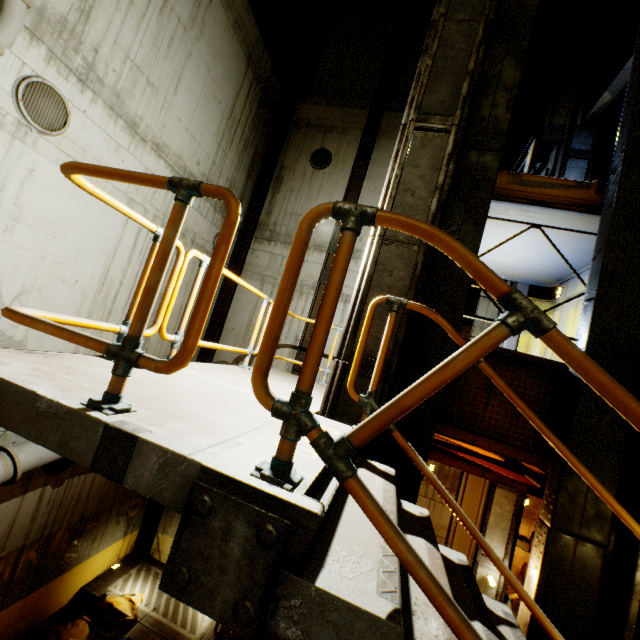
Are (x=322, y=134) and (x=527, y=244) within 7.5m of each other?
no

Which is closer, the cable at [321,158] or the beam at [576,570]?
the beam at [576,570]

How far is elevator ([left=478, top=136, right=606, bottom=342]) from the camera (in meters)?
4.09

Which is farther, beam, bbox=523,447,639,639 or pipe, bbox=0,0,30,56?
pipe, bbox=0,0,30,56

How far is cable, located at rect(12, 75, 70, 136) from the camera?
4.9 meters

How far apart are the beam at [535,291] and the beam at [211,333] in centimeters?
818cm

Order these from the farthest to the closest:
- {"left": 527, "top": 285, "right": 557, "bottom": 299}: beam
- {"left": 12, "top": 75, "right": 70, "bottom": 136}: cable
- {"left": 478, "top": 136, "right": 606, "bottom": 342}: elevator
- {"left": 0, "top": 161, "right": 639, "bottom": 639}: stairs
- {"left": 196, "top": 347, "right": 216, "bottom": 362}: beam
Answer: {"left": 196, "top": 347, "right": 216, "bottom": 362}: beam, {"left": 527, "top": 285, "right": 557, "bottom": 299}: beam, {"left": 12, "top": 75, "right": 70, "bottom": 136}: cable, {"left": 478, "top": 136, "right": 606, "bottom": 342}: elevator, {"left": 0, "top": 161, "right": 639, "bottom": 639}: stairs

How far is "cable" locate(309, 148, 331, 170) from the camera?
11.51m
